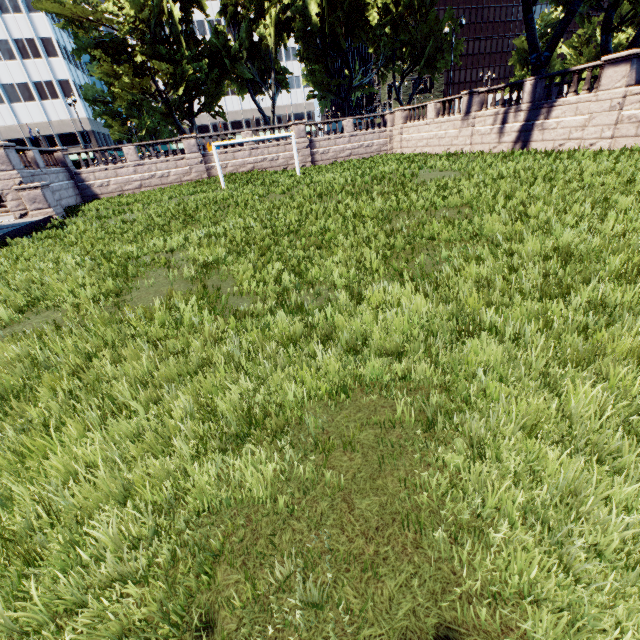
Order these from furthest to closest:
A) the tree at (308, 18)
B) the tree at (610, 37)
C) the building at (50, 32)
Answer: the building at (50, 32)
the tree at (308, 18)
the tree at (610, 37)

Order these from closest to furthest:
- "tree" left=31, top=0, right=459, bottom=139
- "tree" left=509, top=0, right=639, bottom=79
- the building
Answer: "tree" left=509, top=0, right=639, bottom=79, "tree" left=31, top=0, right=459, bottom=139, the building

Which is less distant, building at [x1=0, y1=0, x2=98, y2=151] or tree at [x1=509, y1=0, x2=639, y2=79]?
tree at [x1=509, y1=0, x2=639, y2=79]

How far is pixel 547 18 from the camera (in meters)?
25.28

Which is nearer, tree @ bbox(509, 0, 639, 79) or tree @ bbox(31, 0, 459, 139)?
tree @ bbox(509, 0, 639, 79)

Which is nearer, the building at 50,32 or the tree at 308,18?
the tree at 308,18
